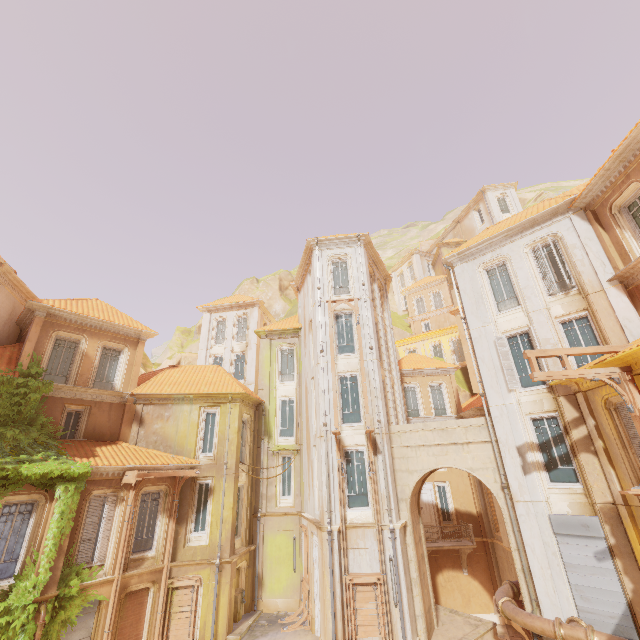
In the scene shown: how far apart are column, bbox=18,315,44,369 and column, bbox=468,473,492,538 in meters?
27.8

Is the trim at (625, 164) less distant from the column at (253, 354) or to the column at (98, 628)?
the column at (253, 354)

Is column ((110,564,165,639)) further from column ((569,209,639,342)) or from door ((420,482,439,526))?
column ((569,209,639,342))

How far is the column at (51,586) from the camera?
12.3m

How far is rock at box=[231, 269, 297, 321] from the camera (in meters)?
46.66

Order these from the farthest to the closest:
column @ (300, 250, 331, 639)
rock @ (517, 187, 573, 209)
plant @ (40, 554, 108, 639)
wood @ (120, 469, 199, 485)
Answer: rock @ (517, 187, 573, 209), wood @ (120, 469, 199, 485), column @ (300, 250, 331, 639), plant @ (40, 554, 108, 639)

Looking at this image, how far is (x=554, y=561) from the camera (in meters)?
12.03

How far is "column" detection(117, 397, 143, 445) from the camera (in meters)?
17.78
